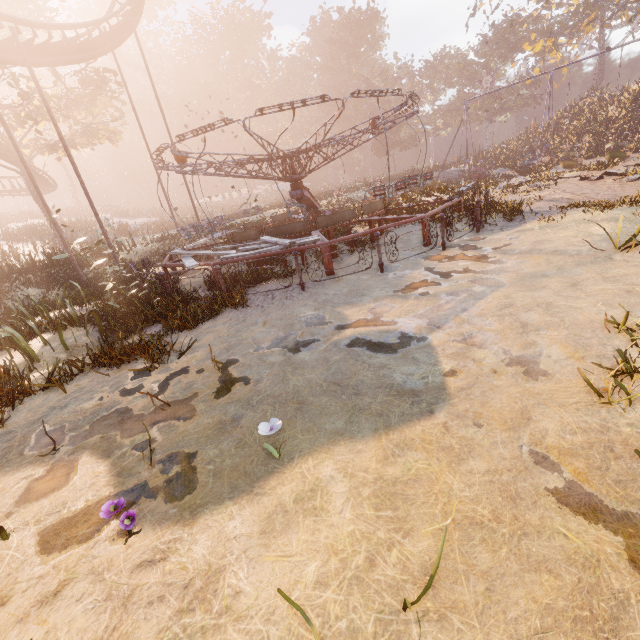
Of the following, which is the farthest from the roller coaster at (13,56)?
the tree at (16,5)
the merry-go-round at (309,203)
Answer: the merry-go-round at (309,203)

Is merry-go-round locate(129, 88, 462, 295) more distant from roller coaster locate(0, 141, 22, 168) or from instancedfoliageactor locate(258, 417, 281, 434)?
roller coaster locate(0, 141, 22, 168)

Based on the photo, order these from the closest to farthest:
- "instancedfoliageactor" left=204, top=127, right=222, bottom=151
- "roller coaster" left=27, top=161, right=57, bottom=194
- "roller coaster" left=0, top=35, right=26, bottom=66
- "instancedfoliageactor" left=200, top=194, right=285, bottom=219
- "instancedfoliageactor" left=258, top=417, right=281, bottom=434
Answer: "instancedfoliageactor" left=258, top=417, right=281, bottom=434 → "roller coaster" left=0, top=35, right=26, bottom=66 → "instancedfoliageactor" left=200, top=194, right=285, bottom=219 → "roller coaster" left=27, top=161, right=57, bottom=194 → "instancedfoliageactor" left=204, top=127, right=222, bottom=151

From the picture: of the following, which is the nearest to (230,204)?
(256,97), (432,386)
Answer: (256,97)

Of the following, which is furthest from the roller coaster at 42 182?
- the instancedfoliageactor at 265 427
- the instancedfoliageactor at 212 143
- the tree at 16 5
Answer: the instancedfoliageactor at 212 143

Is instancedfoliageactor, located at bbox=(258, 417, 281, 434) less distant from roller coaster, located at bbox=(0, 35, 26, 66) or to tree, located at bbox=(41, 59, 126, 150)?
roller coaster, located at bbox=(0, 35, 26, 66)

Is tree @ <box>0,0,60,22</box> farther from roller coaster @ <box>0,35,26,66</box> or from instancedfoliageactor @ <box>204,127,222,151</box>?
instancedfoliageactor @ <box>204,127,222,151</box>
